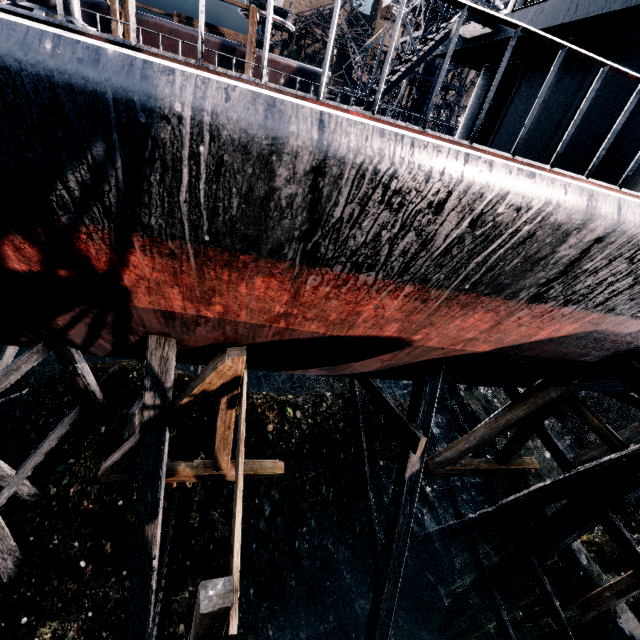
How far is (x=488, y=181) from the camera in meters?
3.3 m

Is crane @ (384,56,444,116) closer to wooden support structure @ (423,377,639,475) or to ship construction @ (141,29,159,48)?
ship construction @ (141,29,159,48)

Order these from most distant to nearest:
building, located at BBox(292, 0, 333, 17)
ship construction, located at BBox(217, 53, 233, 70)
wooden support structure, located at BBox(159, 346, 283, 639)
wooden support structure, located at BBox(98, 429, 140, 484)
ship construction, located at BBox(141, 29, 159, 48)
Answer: building, located at BBox(292, 0, 333, 17), ship construction, located at BBox(217, 53, 233, 70), ship construction, located at BBox(141, 29, 159, 48), wooden support structure, located at BBox(98, 429, 140, 484), wooden support structure, located at BBox(159, 346, 283, 639)

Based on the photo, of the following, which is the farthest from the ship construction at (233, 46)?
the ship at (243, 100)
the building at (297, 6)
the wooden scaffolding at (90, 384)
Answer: the building at (297, 6)

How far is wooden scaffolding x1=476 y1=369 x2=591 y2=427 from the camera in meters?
8.6

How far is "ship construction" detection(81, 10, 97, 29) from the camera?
22.0m

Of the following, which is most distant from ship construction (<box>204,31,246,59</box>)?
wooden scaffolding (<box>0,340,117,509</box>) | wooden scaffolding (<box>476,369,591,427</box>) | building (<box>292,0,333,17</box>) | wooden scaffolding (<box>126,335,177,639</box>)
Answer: building (<box>292,0,333,17</box>)

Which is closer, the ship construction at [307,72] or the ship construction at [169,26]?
the ship construction at [169,26]
